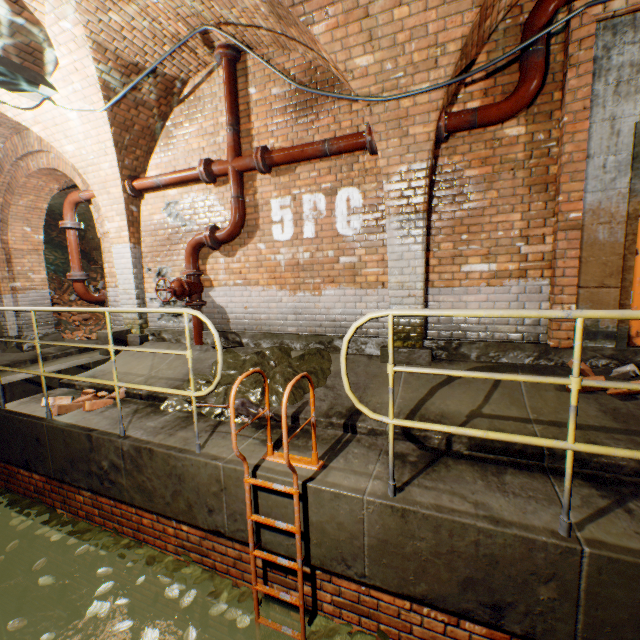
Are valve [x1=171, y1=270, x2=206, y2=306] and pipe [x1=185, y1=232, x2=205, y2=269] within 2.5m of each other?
yes

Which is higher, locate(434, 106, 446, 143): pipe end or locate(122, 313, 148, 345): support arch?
locate(434, 106, 446, 143): pipe end

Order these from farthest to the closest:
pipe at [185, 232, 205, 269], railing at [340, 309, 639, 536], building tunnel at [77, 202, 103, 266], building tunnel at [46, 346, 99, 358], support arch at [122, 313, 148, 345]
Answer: building tunnel at [77, 202, 103, 266]
building tunnel at [46, 346, 99, 358]
support arch at [122, 313, 148, 345]
pipe at [185, 232, 205, 269]
railing at [340, 309, 639, 536]

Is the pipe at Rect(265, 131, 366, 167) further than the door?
Yes

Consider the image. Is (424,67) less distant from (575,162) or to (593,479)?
(575,162)

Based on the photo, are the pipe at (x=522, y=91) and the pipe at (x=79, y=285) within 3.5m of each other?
no

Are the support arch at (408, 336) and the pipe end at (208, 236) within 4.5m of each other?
yes

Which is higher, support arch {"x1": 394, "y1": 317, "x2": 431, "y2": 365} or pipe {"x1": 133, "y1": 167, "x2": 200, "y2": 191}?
pipe {"x1": 133, "y1": 167, "x2": 200, "y2": 191}
